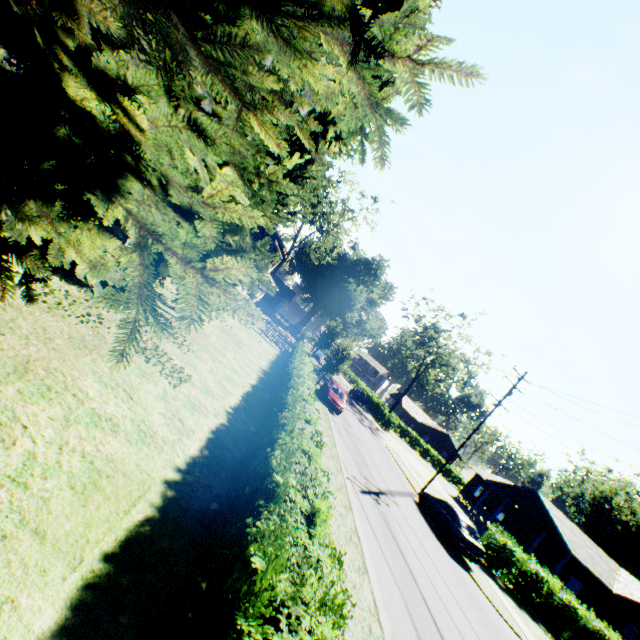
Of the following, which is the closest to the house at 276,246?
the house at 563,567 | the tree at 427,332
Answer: the tree at 427,332

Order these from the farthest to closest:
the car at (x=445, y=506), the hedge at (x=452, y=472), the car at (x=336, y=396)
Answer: the hedge at (x=452, y=472) < the car at (x=336, y=396) < the car at (x=445, y=506)

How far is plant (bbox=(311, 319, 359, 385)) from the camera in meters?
27.7

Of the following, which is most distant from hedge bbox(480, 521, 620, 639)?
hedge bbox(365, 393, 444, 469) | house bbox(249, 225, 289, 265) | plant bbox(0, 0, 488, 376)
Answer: house bbox(249, 225, 289, 265)

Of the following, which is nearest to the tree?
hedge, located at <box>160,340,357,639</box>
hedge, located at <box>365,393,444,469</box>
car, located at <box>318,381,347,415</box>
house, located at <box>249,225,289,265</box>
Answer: hedge, located at <box>365,393,444,469</box>

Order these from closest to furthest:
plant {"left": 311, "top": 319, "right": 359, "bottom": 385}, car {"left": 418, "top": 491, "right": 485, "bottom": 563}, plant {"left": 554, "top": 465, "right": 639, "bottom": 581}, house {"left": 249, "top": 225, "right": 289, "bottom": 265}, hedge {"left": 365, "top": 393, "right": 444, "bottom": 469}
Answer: car {"left": 418, "top": 491, "right": 485, "bottom": 563}, plant {"left": 311, "top": 319, "right": 359, "bottom": 385}, house {"left": 249, "top": 225, "right": 289, "bottom": 265}, hedge {"left": 365, "top": 393, "right": 444, "bottom": 469}, plant {"left": 554, "top": 465, "right": 639, "bottom": 581}

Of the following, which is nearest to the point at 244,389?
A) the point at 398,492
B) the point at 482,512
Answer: the point at 398,492

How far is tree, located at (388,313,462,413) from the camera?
50.6 meters
